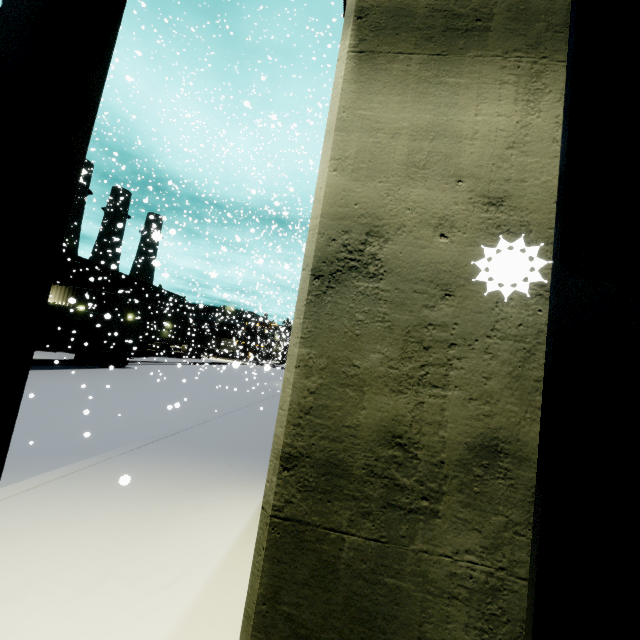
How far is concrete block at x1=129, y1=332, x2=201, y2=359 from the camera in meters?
35.3

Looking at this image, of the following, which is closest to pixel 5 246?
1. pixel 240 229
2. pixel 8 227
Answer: pixel 8 227

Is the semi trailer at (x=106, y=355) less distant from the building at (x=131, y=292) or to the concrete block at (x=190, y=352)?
the building at (x=131, y=292)

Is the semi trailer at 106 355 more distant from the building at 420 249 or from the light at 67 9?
the light at 67 9

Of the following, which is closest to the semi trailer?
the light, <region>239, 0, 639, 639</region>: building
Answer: <region>239, 0, 639, 639</region>: building

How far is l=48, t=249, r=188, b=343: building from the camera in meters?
34.2 m

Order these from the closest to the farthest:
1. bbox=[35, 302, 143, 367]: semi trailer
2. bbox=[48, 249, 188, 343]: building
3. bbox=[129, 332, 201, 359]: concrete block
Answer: bbox=[35, 302, 143, 367]: semi trailer, bbox=[48, 249, 188, 343]: building, bbox=[129, 332, 201, 359]: concrete block

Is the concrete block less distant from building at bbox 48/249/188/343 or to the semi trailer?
building at bbox 48/249/188/343
